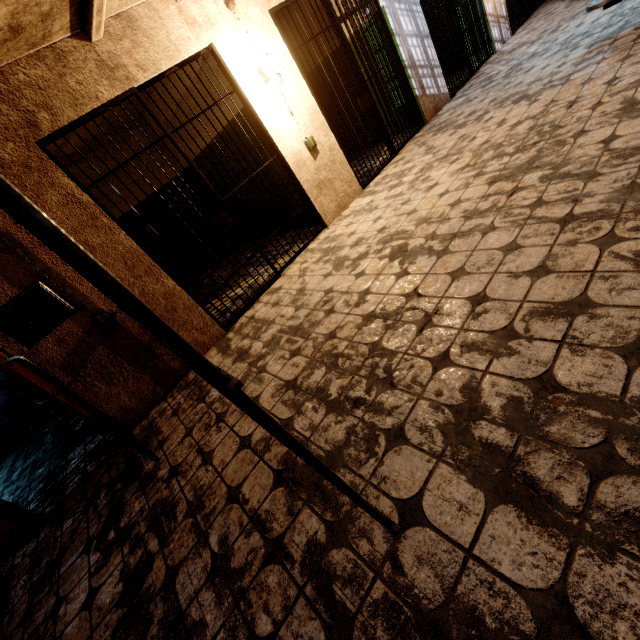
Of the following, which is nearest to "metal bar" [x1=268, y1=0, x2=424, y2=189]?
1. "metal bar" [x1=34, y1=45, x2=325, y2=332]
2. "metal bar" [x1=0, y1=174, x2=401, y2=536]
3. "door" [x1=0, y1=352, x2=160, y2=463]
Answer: "metal bar" [x1=34, y1=45, x2=325, y2=332]

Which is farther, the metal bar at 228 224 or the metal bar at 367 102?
the metal bar at 367 102

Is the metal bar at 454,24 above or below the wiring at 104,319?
below

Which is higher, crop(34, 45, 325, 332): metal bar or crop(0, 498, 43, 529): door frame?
crop(34, 45, 325, 332): metal bar

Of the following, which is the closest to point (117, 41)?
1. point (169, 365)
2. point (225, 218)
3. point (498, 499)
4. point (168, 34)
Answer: point (168, 34)

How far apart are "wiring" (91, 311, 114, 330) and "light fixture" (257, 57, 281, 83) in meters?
3.1

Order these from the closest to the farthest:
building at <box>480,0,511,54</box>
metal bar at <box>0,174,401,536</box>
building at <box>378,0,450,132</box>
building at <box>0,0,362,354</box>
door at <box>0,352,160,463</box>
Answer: metal bar at <box>0,174,401,536</box>, door at <box>0,352,160,463</box>, building at <box>0,0,362,354</box>, building at <box>378,0,450,132</box>, building at <box>480,0,511,54</box>

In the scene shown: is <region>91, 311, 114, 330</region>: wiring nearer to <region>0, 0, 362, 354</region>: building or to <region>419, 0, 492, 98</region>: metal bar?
<region>0, 0, 362, 354</region>: building
